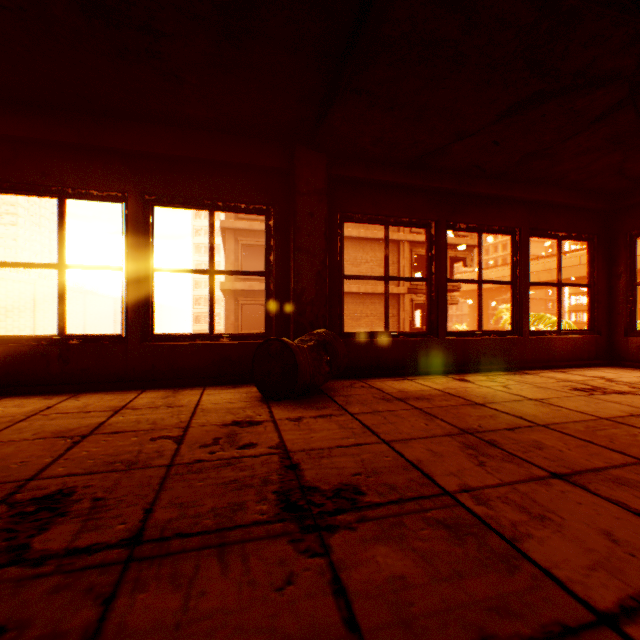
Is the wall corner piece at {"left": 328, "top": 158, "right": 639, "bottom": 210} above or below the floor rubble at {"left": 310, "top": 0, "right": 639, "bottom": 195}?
below

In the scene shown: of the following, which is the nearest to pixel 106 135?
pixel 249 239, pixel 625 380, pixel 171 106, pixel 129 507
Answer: pixel 171 106

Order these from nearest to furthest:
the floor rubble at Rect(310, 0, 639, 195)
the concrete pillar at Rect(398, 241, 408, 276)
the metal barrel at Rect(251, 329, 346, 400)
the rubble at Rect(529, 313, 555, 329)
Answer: the floor rubble at Rect(310, 0, 639, 195), the metal barrel at Rect(251, 329, 346, 400), the rubble at Rect(529, 313, 555, 329), the concrete pillar at Rect(398, 241, 408, 276)

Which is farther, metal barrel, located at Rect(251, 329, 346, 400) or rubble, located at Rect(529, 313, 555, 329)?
rubble, located at Rect(529, 313, 555, 329)

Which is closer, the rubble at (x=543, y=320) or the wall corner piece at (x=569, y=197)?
the wall corner piece at (x=569, y=197)

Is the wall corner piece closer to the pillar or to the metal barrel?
the pillar

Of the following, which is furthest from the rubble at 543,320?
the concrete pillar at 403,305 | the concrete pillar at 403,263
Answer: the concrete pillar at 403,263

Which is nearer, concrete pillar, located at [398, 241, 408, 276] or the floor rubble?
the floor rubble
